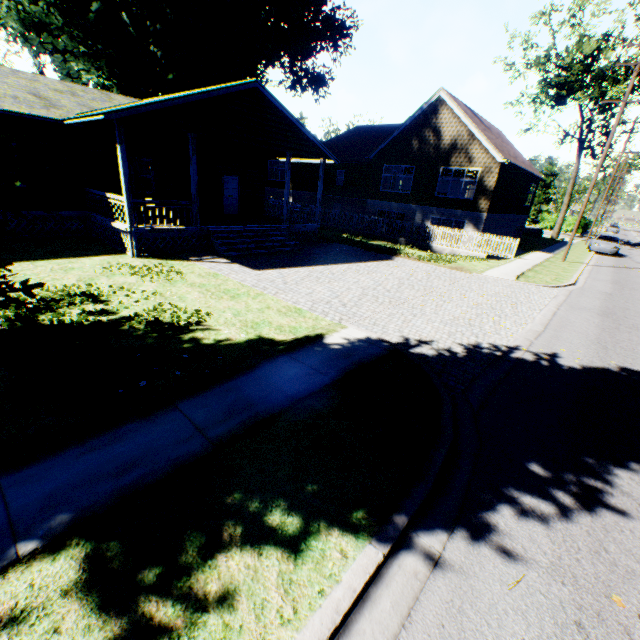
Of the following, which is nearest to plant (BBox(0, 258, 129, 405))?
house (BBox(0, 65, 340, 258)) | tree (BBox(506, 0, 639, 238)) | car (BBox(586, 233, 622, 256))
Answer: tree (BBox(506, 0, 639, 238))

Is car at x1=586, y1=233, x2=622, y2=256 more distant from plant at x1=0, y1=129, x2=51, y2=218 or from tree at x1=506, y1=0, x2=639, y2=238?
tree at x1=506, y1=0, x2=639, y2=238

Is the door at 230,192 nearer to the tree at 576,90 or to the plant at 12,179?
the plant at 12,179

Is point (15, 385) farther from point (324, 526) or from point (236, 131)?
point (236, 131)

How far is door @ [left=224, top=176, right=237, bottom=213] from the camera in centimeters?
1909cm

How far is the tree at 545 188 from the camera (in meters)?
52.19

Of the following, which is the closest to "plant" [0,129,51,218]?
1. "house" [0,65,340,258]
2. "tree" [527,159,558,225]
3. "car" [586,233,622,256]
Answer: "house" [0,65,340,258]

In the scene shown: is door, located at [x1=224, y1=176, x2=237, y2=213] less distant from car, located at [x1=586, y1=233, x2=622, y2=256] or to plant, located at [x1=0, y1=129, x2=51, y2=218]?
plant, located at [x1=0, y1=129, x2=51, y2=218]
